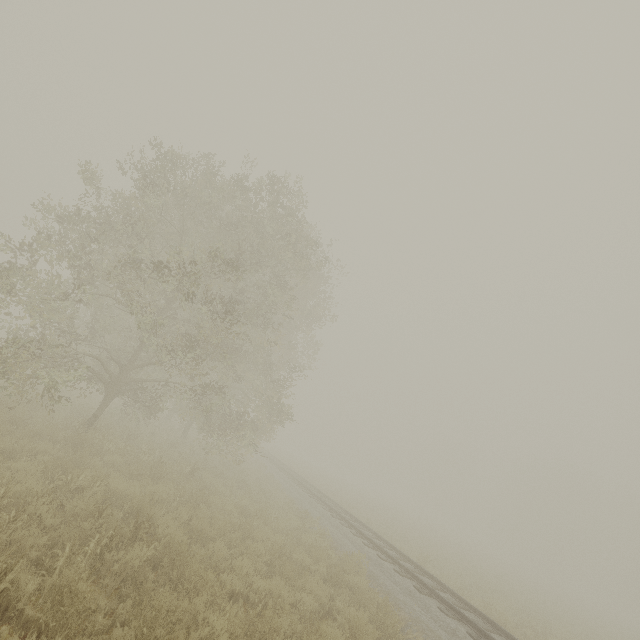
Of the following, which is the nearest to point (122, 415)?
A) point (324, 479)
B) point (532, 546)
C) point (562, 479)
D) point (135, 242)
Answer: point (135, 242)
